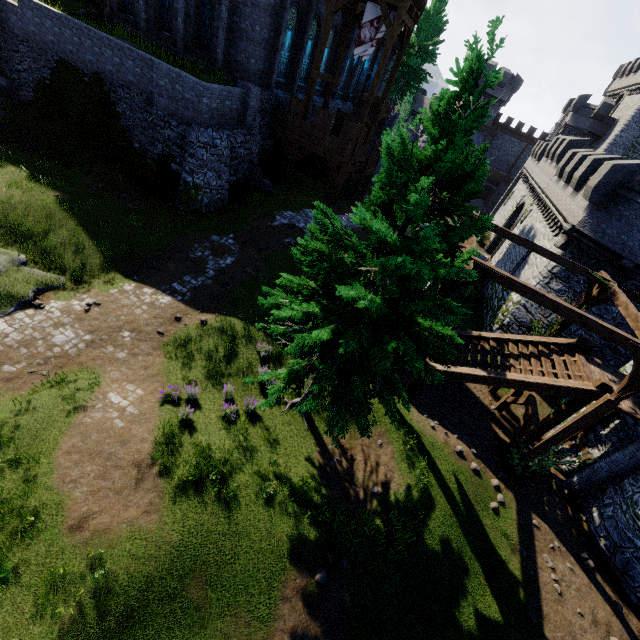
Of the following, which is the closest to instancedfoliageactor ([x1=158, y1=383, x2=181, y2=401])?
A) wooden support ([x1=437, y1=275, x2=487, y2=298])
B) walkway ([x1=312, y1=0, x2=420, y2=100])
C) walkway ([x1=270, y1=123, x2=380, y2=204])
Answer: wooden support ([x1=437, y1=275, x2=487, y2=298])

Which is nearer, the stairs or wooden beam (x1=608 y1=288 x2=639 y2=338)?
wooden beam (x1=608 y1=288 x2=639 y2=338)

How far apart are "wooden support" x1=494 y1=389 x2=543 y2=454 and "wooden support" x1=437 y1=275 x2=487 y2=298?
7.0 meters

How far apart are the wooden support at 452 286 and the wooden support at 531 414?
7.0 meters

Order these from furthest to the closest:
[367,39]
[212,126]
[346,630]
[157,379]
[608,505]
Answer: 1. [367,39]
2. [212,126]
3. [608,505]
4. [157,379]
5. [346,630]

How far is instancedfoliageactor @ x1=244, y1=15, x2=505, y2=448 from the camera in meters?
5.6

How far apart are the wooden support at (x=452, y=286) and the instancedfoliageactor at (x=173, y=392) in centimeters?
926cm

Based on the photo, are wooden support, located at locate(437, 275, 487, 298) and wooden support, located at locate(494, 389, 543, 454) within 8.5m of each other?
yes
